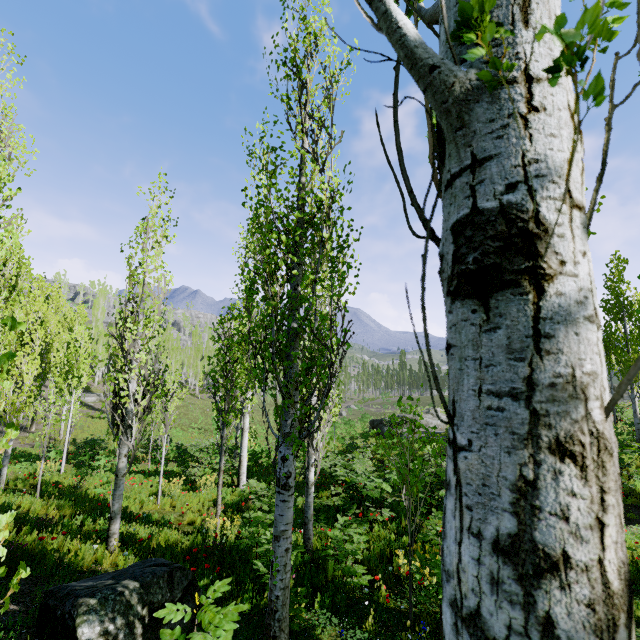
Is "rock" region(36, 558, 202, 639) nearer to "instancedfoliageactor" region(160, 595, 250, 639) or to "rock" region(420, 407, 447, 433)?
"instancedfoliageactor" region(160, 595, 250, 639)

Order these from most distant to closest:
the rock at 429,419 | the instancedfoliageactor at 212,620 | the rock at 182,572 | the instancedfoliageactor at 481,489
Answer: the rock at 429,419 → the rock at 182,572 → the instancedfoliageactor at 212,620 → the instancedfoliageactor at 481,489

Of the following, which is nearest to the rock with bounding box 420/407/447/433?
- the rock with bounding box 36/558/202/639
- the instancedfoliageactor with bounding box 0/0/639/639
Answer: the instancedfoliageactor with bounding box 0/0/639/639

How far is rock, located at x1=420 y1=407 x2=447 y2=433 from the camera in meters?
24.4 m

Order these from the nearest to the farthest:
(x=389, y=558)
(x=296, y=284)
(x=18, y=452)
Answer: (x=296, y=284), (x=389, y=558), (x=18, y=452)

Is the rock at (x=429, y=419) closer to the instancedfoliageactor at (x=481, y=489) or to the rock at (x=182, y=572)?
the instancedfoliageactor at (x=481, y=489)
